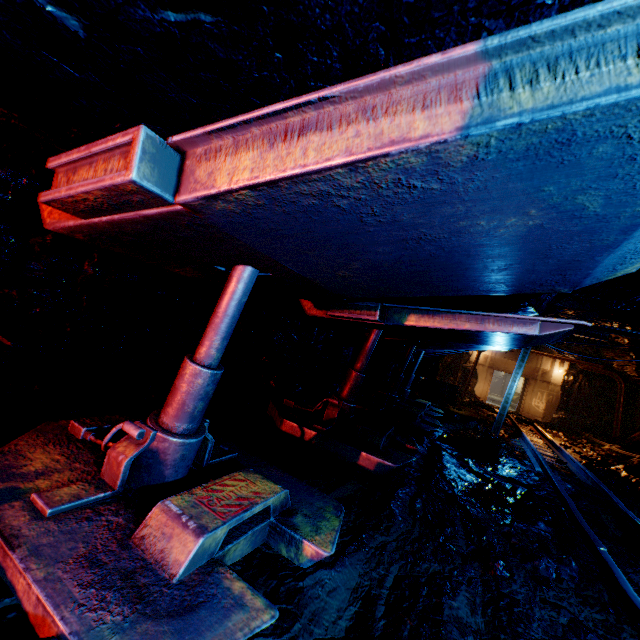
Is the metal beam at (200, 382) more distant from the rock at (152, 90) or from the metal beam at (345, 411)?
the metal beam at (345, 411)

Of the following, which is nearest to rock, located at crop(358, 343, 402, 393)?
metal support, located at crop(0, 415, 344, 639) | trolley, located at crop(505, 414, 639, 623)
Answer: trolley, located at crop(505, 414, 639, 623)

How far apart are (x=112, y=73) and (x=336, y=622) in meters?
2.5 m

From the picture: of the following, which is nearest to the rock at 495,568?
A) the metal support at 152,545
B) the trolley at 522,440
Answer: the trolley at 522,440

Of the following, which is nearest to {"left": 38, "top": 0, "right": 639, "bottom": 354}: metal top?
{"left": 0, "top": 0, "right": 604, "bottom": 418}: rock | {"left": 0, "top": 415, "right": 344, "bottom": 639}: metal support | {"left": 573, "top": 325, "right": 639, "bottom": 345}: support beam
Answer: {"left": 0, "top": 0, "right": 604, "bottom": 418}: rock

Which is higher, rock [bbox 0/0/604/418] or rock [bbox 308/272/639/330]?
rock [bbox 308/272/639/330]

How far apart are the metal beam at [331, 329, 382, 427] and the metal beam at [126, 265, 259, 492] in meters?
2.6

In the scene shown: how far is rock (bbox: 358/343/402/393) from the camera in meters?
9.5
